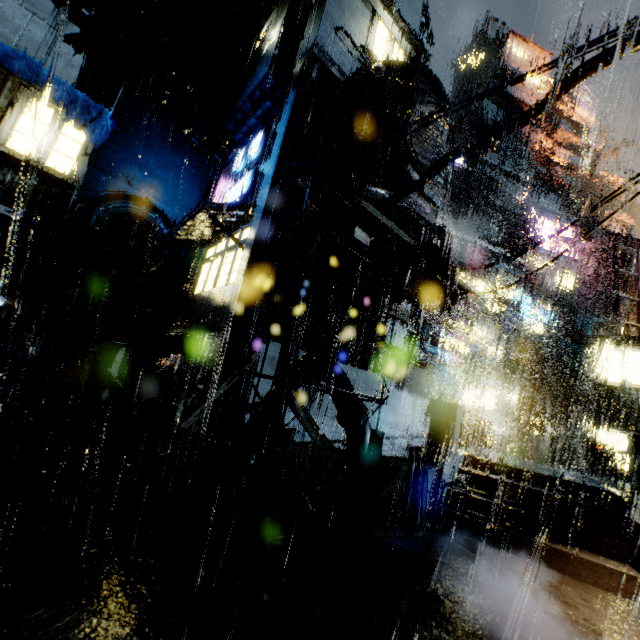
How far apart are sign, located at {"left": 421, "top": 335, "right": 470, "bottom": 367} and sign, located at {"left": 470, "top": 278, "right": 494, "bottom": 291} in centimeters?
958cm

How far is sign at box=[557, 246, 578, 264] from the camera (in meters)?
25.42

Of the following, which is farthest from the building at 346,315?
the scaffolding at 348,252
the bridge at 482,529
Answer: the scaffolding at 348,252

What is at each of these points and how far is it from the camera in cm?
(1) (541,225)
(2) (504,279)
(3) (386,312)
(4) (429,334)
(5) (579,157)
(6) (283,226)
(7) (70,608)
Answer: (1) sign, 2567
(2) building, 4225
(3) building, 1659
(4) cloth, 2208
(5) building, 5719
(6) building, 1455
(7) building, 321

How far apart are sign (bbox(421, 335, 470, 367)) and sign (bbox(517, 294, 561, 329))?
9.5m

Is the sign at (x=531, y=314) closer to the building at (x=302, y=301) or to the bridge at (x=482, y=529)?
the building at (x=302, y=301)

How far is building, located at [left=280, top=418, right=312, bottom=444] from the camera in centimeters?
1163cm

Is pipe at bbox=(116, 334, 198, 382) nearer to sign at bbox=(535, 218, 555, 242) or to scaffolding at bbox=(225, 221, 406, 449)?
scaffolding at bbox=(225, 221, 406, 449)
